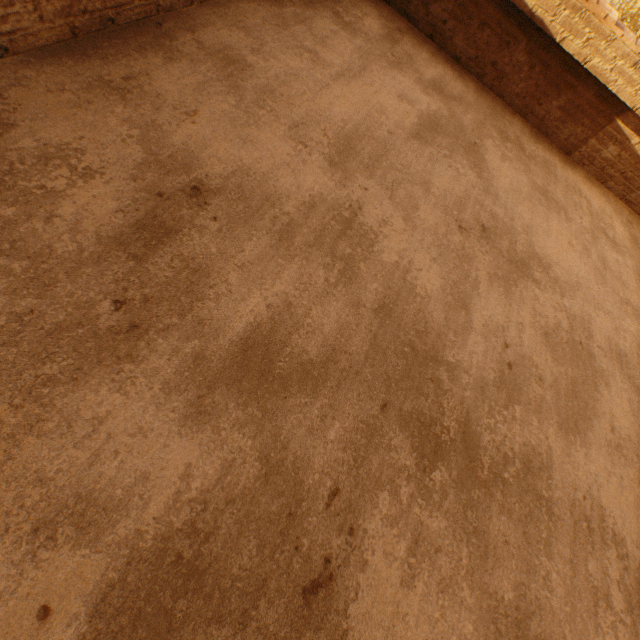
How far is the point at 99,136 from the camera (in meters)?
1.66
